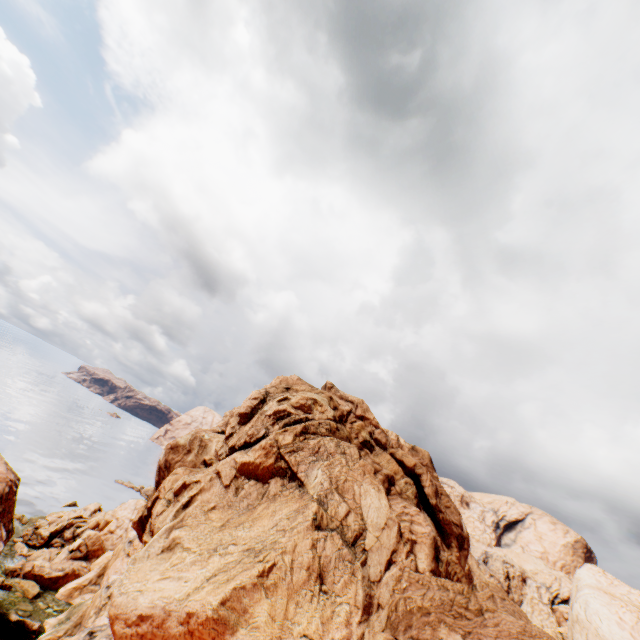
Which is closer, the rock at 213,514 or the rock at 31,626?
the rock at 213,514

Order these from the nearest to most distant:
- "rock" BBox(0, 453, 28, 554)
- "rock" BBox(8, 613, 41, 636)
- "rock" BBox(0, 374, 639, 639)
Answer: "rock" BBox(0, 374, 639, 639) < "rock" BBox(0, 453, 28, 554) < "rock" BBox(8, 613, 41, 636)

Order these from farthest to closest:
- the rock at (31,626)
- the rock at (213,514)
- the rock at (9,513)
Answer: the rock at (31,626) → the rock at (9,513) → the rock at (213,514)

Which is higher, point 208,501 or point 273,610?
point 208,501

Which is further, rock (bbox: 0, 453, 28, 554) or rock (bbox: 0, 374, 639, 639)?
rock (bbox: 0, 453, 28, 554)

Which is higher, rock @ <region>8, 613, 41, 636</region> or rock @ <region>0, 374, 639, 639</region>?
rock @ <region>0, 374, 639, 639</region>
